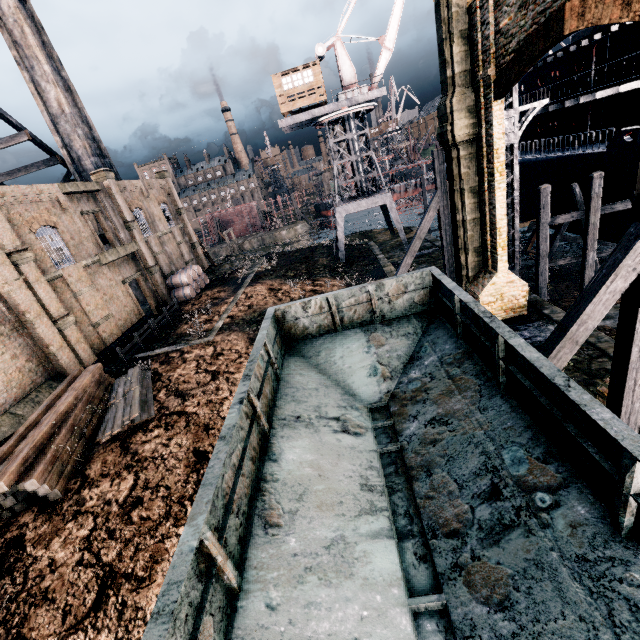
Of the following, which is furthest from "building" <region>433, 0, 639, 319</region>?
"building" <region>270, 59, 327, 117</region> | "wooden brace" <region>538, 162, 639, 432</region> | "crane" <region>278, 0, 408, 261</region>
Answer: "wooden brace" <region>538, 162, 639, 432</region>

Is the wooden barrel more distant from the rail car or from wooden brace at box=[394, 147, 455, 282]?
the rail car

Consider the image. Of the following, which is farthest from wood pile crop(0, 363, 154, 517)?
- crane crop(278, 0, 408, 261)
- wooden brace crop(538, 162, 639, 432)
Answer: crane crop(278, 0, 408, 261)

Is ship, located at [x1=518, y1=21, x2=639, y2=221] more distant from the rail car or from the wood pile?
the wood pile

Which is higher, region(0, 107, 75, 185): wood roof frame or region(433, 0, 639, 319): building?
region(0, 107, 75, 185): wood roof frame

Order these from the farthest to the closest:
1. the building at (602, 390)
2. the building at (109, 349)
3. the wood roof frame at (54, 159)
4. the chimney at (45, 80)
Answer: the wood roof frame at (54, 159) < the chimney at (45, 80) < the building at (109, 349) < the building at (602, 390)

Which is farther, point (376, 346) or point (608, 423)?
point (376, 346)

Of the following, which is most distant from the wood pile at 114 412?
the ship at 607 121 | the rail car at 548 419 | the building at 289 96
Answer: the ship at 607 121
